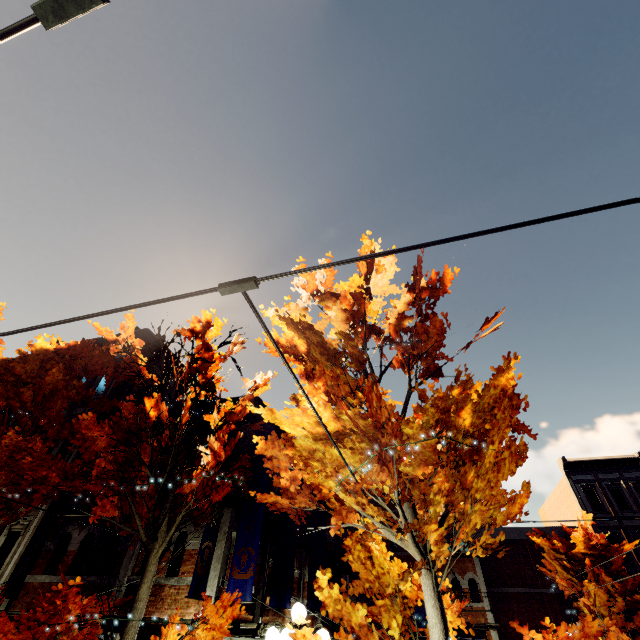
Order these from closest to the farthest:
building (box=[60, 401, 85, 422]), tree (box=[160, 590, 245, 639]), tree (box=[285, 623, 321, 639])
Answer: tree (box=[285, 623, 321, 639]) → tree (box=[160, 590, 245, 639]) → building (box=[60, 401, 85, 422])

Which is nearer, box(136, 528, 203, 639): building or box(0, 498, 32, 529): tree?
box(0, 498, 32, 529): tree

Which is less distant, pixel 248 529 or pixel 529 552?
pixel 248 529

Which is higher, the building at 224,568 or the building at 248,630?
the building at 224,568

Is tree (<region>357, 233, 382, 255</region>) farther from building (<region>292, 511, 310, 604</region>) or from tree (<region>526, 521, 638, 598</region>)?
building (<region>292, 511, 310, 604</region>)

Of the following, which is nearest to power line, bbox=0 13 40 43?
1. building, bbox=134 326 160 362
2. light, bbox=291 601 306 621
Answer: light, bbox=291 601 306 621

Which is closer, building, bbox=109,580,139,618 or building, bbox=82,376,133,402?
building, bbox=109,580,139,618

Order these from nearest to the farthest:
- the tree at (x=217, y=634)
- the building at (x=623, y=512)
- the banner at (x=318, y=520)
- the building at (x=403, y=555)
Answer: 1. the tree at (x=217, y=634)
2. the banner at (x=318, y=520)
3. the building at (x=403, y=555)
4. the building at (x=623, y=512)
